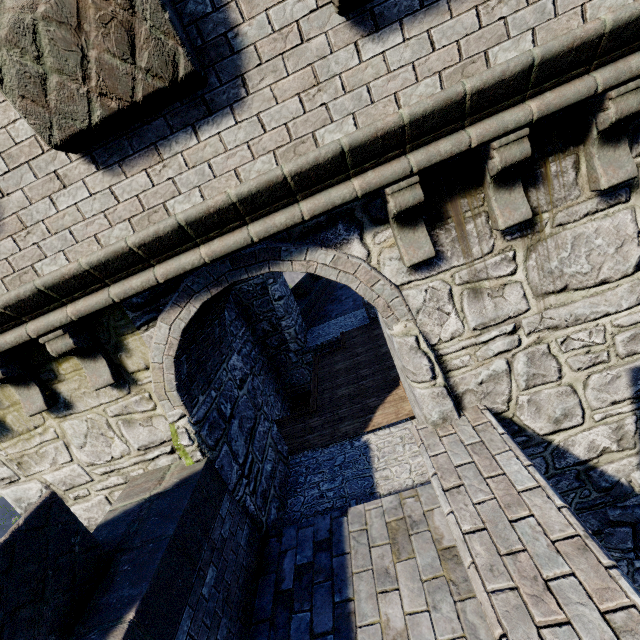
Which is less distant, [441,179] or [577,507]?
[441,179]
